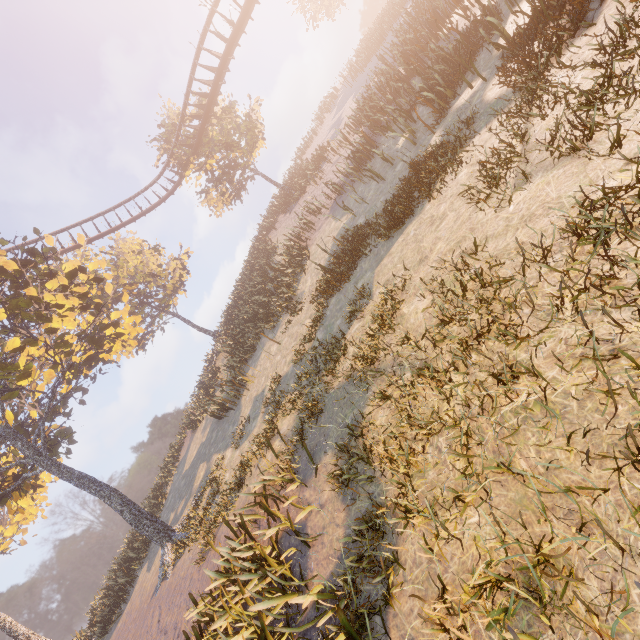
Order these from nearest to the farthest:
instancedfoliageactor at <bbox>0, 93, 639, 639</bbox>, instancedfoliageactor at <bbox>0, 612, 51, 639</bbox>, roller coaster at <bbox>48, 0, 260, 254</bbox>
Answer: instancedfoliageactor at <bbox>0, 93, 639, 639</bbox> < roller coaster at <bbox>48, 0, 260, 254</bbox> < instancedfoliageactor at <bbox>0, 612, 51, 639</bbox>

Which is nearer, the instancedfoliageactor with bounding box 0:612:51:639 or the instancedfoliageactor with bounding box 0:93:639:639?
the instancedfoliageactor with bounding box 0:93:639:639

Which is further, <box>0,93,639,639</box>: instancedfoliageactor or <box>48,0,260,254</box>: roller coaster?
<box>48,0,260,254</box>: roller coaster

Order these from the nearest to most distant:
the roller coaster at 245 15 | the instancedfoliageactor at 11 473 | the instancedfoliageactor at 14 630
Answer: the instancedfoliageactor at 11 473 → the roller coaster at 245 15 → the instancedfoliageactor at 14 630

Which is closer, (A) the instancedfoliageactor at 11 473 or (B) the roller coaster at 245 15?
(A) the instancedfoliageactor at 11 473

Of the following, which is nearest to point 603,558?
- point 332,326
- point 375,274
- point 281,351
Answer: point 375,274

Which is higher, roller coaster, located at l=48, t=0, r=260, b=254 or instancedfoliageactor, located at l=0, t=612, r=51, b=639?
roller coaster, located at l=48, t=0, r=260, b=254
